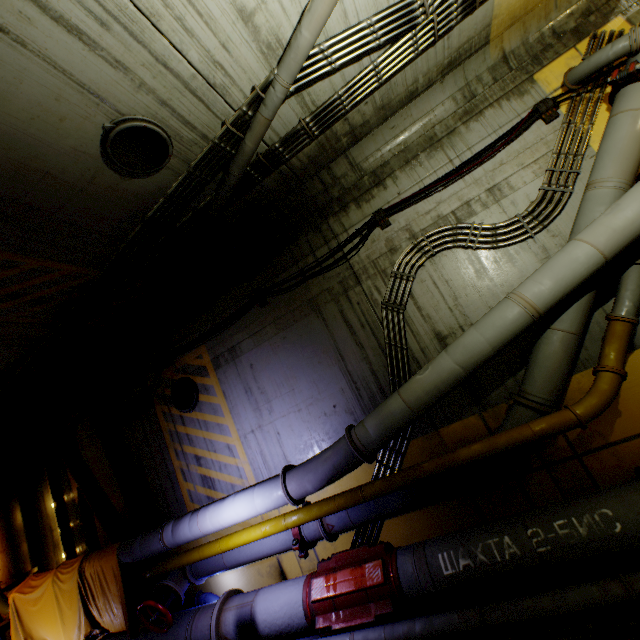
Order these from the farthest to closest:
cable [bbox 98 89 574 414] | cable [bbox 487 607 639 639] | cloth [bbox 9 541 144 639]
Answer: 1. cloth [bbox 9 541 144 639]
2. cable [bbox 98 89 574 414]
3. cable [bbox 487 607 639 639]

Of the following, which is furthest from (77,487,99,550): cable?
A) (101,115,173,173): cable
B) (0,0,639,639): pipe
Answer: (101,115,173,173): cable

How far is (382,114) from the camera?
5.60m

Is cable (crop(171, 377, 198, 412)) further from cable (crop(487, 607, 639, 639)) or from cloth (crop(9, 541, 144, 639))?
cable (crop(487, 607, 639, 639))

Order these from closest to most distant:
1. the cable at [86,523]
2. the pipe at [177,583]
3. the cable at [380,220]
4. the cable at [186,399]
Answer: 1. the pipe at [177,583]
2. the cable at [380,220]
3. the cable at [186,399]
4. the cable at [86,523]

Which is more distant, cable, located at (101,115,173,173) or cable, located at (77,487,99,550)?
cable, located at (77,487,99,550)

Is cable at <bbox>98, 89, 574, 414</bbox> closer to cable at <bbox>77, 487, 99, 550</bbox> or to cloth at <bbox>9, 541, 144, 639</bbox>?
cable at <bbox>77, 487, 99, 550</bbox>

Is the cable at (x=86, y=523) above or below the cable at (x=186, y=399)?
below
